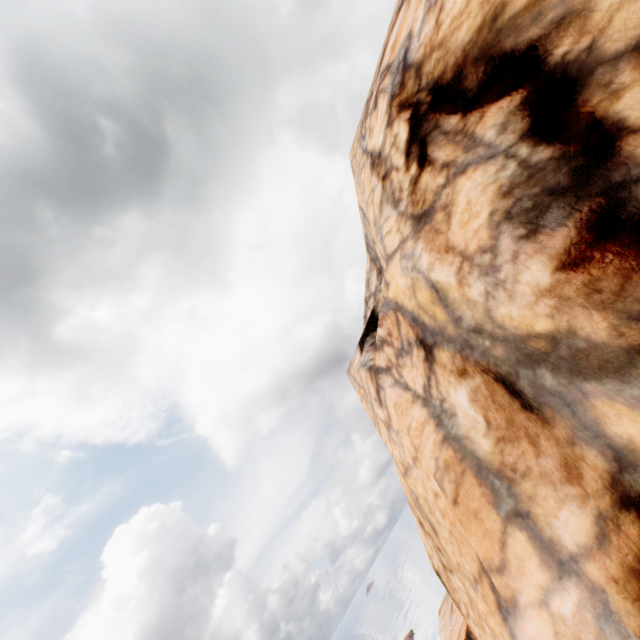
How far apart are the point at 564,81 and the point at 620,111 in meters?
0.6
